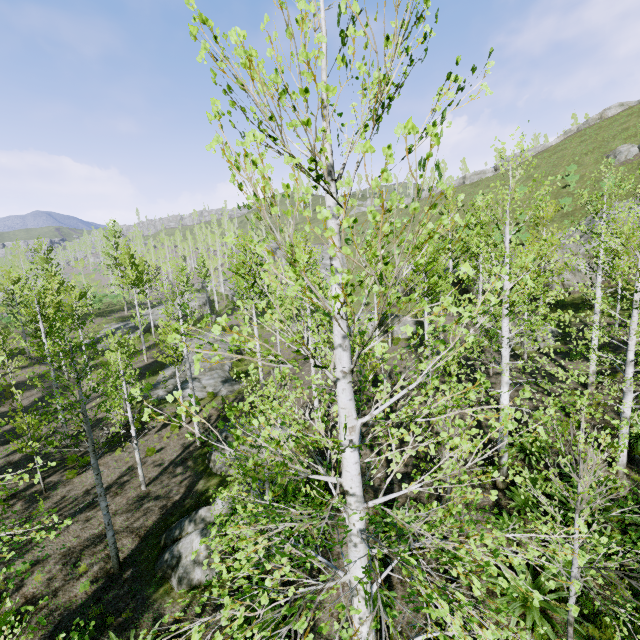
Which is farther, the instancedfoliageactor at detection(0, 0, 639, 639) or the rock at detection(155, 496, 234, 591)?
the rock at detection(155, 496, 234, 591)

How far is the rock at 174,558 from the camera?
9.68m

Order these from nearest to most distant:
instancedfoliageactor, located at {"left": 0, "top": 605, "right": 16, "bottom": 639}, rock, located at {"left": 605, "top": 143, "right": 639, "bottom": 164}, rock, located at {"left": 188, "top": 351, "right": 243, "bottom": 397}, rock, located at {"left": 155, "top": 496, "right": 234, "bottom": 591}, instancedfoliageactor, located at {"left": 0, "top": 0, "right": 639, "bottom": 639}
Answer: instancedfoliageactor, located at {"left": 0, "top": 0, "right": 639, "bottom": 639} < instancedfoliageactor, located at {"left": 0, "top": 605, "right": 16, "bottom": 639} < rock, located at {"left": 155, "top": 496, "right": 234, "bottom": 591} < rock, located at {"left": 188, "top": 351, "right": 243, "bottom": 397} < rock, located at {"left": 605, "top": 143, "right": 639, "bottom": 164}

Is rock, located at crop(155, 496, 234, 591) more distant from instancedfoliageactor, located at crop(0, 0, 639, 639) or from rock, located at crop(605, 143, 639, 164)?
rock, located at crop(605, 143, 639, 164)

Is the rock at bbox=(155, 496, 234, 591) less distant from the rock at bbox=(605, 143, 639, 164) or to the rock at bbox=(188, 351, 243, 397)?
the rock at bbox=(188, 351, 243, 397)

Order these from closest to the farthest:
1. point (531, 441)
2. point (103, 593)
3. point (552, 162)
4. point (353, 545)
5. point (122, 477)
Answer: point (353, 545) < point (531, 441) < point (103, 593) < point (122, 477) < point (552, 162)

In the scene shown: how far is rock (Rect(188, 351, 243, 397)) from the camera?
22.21m

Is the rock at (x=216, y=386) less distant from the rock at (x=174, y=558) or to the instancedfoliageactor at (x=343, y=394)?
the instancedfoliageactor at (x=343, y=394)
